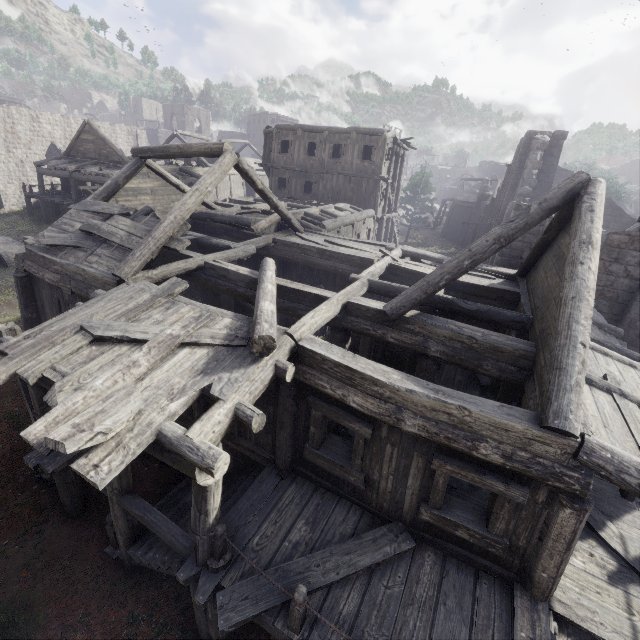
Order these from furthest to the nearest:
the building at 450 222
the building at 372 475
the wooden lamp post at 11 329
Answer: the building at 450 222 < the wooden lamp post at 11 329 < the building at 372 475

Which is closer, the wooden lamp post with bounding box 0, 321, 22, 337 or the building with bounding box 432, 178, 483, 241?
the wooden lamp post with bounding box 0, 321, 22, 337

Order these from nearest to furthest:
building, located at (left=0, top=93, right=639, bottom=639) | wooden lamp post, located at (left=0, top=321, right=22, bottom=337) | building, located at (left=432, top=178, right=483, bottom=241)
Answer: building, located at (left=0, top=93, right=639, bottom=639) < wooden lamp post, located at (left=0, top=321, right=22, bottom=337) < building, located at (left=432, top=178, right=483, bottom=241)

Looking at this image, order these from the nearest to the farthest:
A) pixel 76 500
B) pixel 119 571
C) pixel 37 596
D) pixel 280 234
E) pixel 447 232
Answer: pixel 37 596, pixel 119 571, pixel 76 500, pixel 280 234, pixel 447 232

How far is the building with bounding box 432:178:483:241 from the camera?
A: 44.3 meters

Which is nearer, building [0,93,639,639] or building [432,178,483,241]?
building [0,93,639,639]

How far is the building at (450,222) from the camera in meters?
44.3 m
